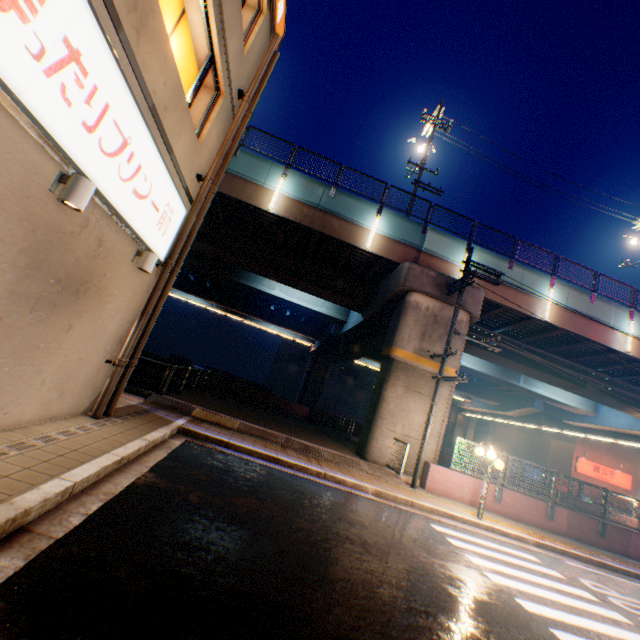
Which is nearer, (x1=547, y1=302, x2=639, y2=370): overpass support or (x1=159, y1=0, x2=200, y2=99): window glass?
(x1=159, y1=0, x2=200, y2=99): window glass

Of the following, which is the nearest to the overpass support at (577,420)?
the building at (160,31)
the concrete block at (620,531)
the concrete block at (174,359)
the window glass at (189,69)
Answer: the concrete block at (174,359)

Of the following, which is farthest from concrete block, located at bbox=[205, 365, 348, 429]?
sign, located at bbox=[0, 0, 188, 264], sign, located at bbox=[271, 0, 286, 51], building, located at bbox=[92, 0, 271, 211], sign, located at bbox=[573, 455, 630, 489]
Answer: sign, located at bbox=[271, 0, 286, 51]

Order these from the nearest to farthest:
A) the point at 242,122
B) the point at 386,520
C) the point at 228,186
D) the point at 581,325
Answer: the point at 386,520, the point at 242,122, the point at 228,186, the point at 581,325

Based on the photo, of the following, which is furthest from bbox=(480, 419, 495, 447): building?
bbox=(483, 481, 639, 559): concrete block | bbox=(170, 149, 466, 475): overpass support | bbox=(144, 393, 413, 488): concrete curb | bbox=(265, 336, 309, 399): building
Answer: bbox=(483, 481, 639, 559): concrete block

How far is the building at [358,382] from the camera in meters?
55.0 m

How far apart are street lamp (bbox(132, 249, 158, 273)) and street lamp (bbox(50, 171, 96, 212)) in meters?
2.4 m

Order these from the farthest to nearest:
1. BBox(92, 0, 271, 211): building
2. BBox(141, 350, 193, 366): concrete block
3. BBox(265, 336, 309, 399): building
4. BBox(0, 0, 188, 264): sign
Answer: BBox(265, 336, 309, 399): building < BBox(141, 350, 193, 366): concrete block < BBox(92, 0, 271, 211): building < BBox(0, 0, 188, 264): sign
